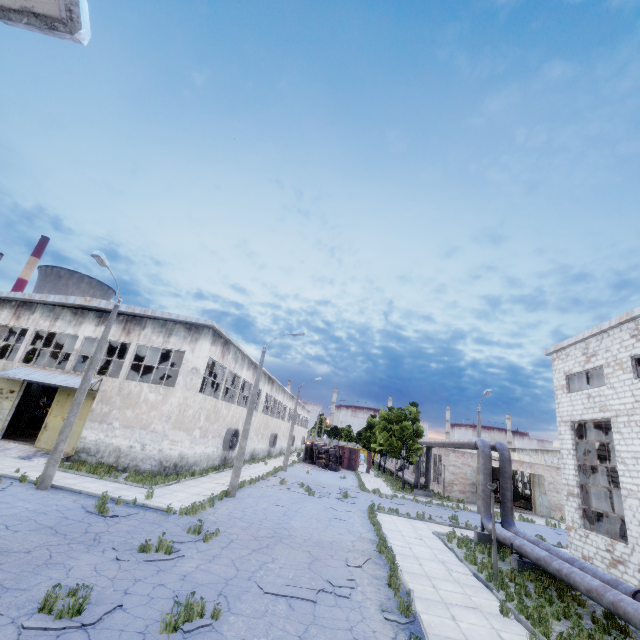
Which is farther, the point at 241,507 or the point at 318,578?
the point at 241,507

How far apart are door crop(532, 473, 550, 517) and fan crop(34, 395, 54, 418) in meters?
48.4 m

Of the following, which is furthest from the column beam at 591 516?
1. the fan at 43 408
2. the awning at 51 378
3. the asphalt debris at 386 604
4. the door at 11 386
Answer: the fan at 43 408

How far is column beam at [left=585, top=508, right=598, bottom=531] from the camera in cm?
1619

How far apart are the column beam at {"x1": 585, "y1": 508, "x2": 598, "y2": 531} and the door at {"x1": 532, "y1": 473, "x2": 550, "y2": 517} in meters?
17.3

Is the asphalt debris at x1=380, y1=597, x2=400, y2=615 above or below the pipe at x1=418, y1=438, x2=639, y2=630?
below

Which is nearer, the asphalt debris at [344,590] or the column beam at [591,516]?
the asphalt debris at [344,590]

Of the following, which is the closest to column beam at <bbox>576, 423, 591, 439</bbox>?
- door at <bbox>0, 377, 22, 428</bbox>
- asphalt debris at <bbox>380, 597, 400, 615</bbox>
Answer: asphalt debris at <bbox>380, 597, 400, 615</bbox>
